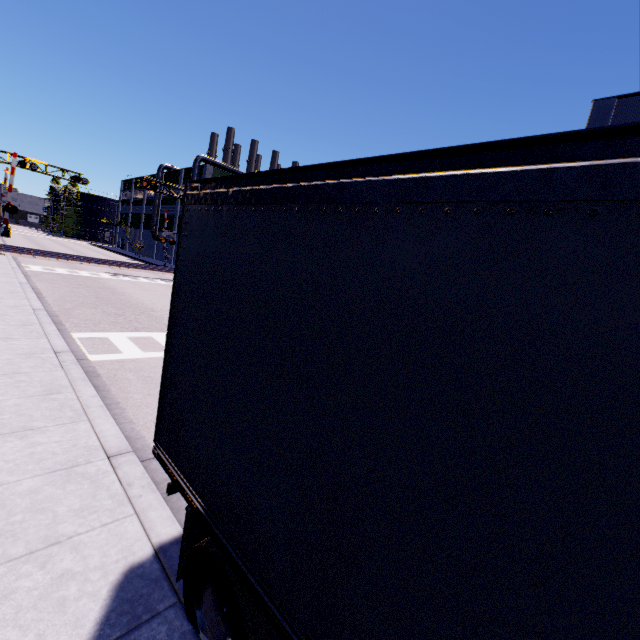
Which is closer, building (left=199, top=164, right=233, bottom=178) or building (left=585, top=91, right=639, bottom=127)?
building (left=585, top=91, right=639, bottom=127)

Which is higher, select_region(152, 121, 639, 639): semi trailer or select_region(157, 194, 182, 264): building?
select_region(157, 194, 182, 264): building

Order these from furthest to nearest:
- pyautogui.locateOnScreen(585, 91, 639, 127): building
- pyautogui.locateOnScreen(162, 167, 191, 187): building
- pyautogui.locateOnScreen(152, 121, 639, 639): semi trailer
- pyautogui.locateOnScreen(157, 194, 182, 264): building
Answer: pyautogui.locateOnScreen(157, 194, 182, 264): building < pyautogui.locateOnScreen(162, 167, 191, 187): building < pyautogui.locateOnScreen(585, 91, 639, 127): building < pyautogui.locateOnScreen(152, 121, 639, 639): semi trailer

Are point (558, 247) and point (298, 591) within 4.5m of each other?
yes

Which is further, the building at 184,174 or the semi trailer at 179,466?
the building at 184,174

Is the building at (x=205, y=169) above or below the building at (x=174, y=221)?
above

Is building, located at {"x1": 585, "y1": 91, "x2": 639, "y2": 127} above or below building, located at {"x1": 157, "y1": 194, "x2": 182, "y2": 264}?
above
